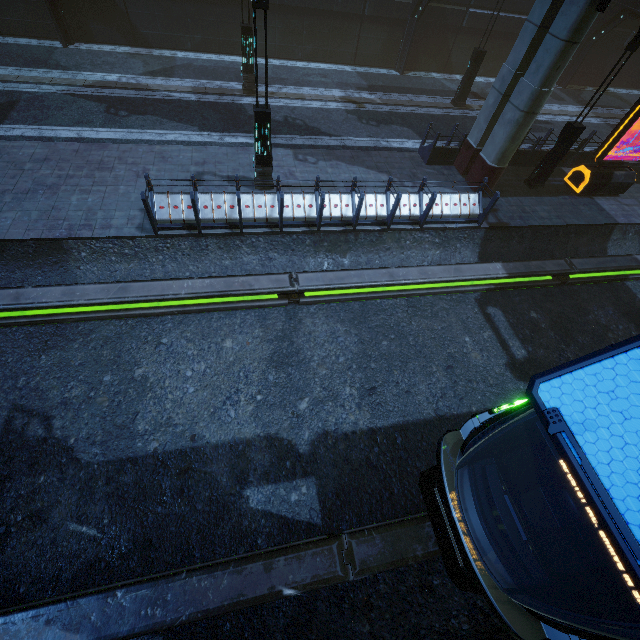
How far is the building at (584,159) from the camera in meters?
14.3 m

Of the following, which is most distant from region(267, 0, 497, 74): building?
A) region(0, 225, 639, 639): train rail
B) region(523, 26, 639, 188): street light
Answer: region(523, 26, 639, 188): street light

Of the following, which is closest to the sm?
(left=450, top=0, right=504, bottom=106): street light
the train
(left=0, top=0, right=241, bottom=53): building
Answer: (left=0, top=0, right=241, bottom=53): building

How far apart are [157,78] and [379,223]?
13.3m

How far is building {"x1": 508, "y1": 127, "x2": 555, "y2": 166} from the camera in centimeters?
1382cm
